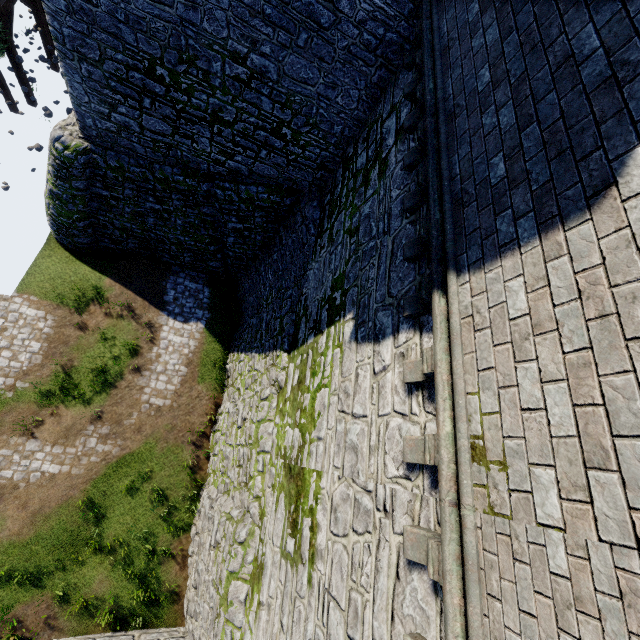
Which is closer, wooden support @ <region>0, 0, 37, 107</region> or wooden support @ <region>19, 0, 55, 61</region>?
wooden support @ <region>0, 0, 37, 107</region>

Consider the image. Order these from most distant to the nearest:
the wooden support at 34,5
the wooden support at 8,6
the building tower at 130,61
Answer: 1. the wooden support at 34,5
2. the wooden support at 8,6
3. the building tower at 130,61

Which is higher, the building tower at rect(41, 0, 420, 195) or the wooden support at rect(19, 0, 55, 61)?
the building tower at rect(41, 0, 420, 195)

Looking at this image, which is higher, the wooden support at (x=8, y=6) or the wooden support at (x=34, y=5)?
the wooden support at (x=8, y=6)

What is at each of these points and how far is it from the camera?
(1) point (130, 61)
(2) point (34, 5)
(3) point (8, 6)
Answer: (1) building tower, 8.3 meters
(2) wooden support, 16.8 meters
(3) wooden support, 15.2 meters

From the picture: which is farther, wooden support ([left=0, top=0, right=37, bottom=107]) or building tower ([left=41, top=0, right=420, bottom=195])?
wooden support ([left=0, top=0, right=37, bottom=107])

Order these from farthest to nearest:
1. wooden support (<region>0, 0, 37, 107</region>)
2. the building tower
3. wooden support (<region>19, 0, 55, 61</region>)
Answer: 1. wooden support (<region>19, 0, 55, 61</region>)
2. wooden support (<region>0, 0, 37, 107</region>)
3. the building tower
